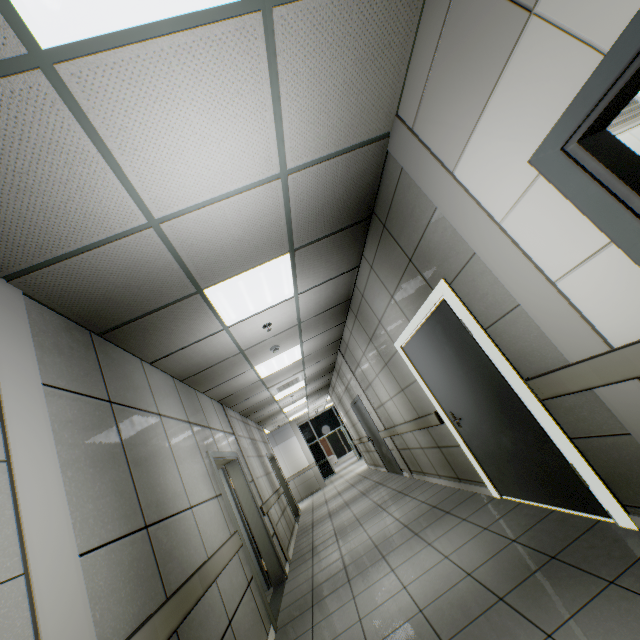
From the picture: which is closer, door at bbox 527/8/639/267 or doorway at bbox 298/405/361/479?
door at bbox 527/8/639/267

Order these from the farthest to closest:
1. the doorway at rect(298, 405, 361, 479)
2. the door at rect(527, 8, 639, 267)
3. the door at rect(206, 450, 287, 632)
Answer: the doorway at rect(298, 405, 361, 479) < the door at rect(206, 450, 287, 632) < the door at rect(527, 8, 639, 267)

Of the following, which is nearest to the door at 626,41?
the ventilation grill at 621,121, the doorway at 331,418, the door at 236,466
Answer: the ventilation grill at 621,121

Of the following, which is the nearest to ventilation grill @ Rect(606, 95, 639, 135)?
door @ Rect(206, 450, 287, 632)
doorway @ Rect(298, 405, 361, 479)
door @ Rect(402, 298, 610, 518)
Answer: door @ Rect(402, 298, 610, 518)

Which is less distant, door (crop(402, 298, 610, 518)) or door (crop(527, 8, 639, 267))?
door (crop(527, 8, 639, 267))

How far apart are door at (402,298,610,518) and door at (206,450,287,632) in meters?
3.0

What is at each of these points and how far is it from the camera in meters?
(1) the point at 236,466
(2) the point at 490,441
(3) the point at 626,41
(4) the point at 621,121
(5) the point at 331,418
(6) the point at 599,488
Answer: (1) door, 5.8 m
(2) door, 3.4 m
(3) door, 1.2 m
(4) ventilation grill, 2.6 m
(5) doorway, 19.0 m
(6) doorway, 2.3 m

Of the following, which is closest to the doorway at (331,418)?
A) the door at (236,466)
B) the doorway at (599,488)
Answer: the door at (236,466)
